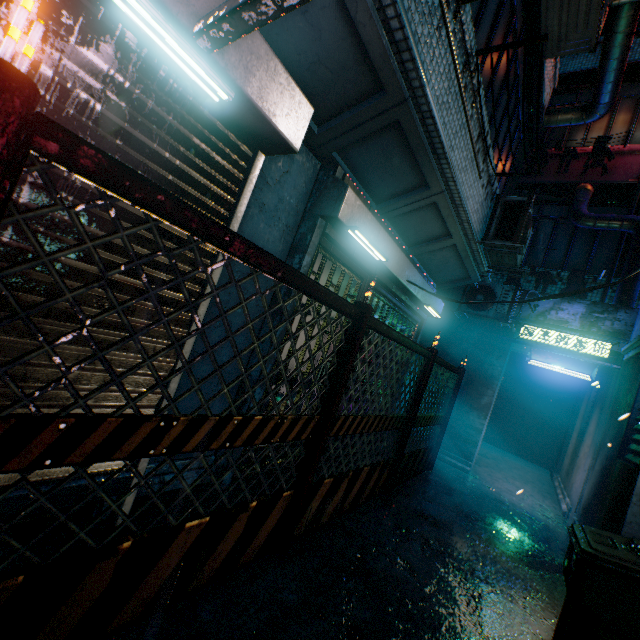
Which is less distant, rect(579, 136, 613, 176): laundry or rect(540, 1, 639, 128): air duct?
rect(540, 1, 639, 128): air duct

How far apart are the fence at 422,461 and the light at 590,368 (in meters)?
1.49

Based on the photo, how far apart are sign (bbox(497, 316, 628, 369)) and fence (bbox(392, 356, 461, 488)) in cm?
146

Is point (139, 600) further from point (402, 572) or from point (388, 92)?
point (388, 92)

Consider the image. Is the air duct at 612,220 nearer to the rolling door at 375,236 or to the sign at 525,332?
the sign at 525,332

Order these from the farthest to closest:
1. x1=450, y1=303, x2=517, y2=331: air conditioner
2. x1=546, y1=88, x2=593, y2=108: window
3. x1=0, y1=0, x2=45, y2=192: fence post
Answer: x1=546, y1=88, x2=593, y2=108: window, x1=450, y1=303, x2=517, y2=331: air conditioner, x1=0, y1=0, x2=45, y2=192: fence post

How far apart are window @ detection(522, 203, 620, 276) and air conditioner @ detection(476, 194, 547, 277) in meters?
2.9

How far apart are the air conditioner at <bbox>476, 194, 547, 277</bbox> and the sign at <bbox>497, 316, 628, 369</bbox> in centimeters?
154cm
